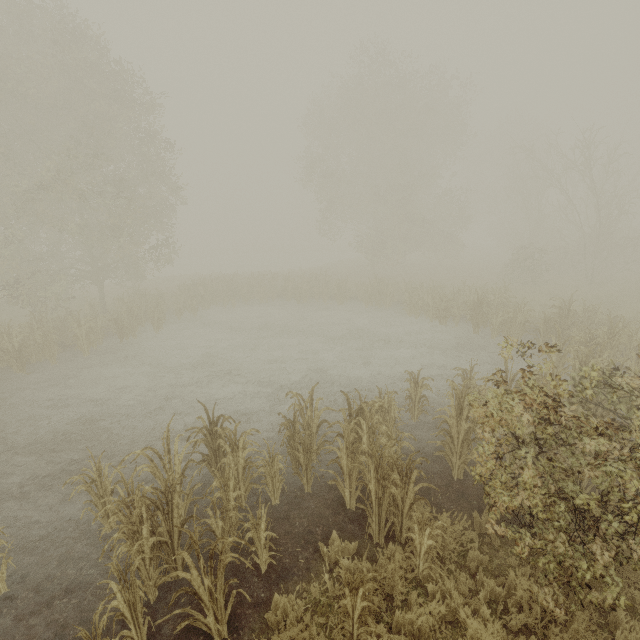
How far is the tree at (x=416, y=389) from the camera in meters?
8.1 m

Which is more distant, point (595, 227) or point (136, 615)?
point (595, 227)

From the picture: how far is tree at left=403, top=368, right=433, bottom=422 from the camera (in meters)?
8.07

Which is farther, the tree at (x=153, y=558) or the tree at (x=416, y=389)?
the tree at (x=416, y=389)

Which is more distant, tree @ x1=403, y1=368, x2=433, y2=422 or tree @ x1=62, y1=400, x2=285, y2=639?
tree @ x1=403, y1=368, x2=433, y2=422
